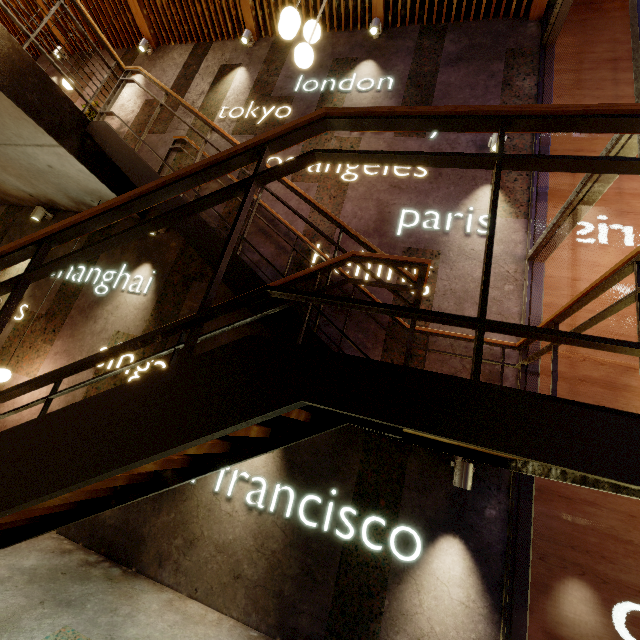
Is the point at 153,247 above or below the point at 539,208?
below

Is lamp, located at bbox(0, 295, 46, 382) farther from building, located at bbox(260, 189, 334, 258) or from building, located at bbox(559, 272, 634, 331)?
building, located at bbox(559, 272, 634, 331)

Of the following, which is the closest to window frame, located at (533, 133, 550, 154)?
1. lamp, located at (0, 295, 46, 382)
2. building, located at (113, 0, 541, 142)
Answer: building, located at (113, 0, 541, 142)

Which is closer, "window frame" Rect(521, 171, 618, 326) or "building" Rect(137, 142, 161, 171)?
"window frame" Rect(521, 171, 618, 326)

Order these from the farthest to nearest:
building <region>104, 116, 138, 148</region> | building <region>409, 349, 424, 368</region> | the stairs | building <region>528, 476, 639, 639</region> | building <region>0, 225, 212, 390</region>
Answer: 1. building <region>104, 116, 138, 148</region>
2. building <region>0, 225, 212, 390</region>
3. building <region>409, 349, 424, 368</region>
4. building <region>528, 476, 639, 639</region>
5. the stairs

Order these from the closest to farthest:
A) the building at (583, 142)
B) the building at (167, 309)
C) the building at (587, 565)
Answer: Answer: the building at (587, 565), the building at (583, 142), the building at (167, 309)

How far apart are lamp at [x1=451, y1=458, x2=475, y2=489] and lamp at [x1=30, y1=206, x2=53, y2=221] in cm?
782

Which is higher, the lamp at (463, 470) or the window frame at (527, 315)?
the window frame at (527, 315)
